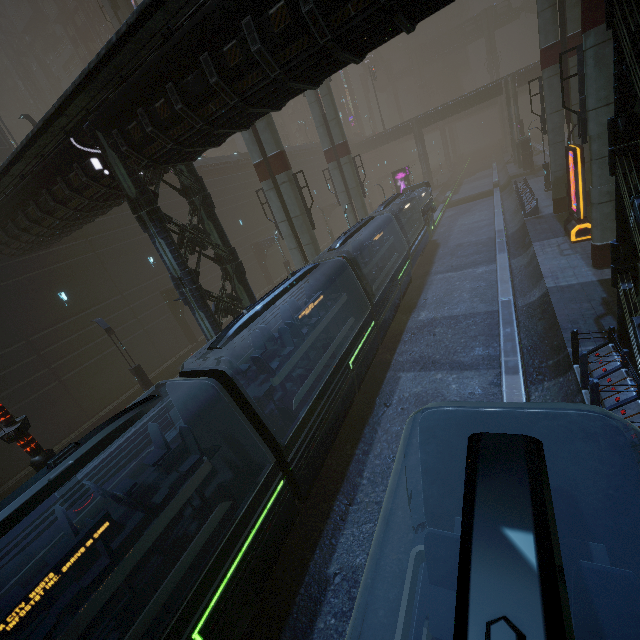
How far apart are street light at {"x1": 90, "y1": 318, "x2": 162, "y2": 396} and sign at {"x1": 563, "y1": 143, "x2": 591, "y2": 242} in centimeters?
2533cm

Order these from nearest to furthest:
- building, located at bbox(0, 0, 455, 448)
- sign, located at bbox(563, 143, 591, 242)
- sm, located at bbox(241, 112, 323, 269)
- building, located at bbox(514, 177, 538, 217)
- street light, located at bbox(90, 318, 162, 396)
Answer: building, located at bbox(0, 0, 455, 448)
sign, located at bbox(563, 143, 591, 242)
street light, located at bbox(90, 318, 162, 396)
sm, located at bbox(241, 112, 323, 269)
building, located at bbox(514, 177, 538, 217)

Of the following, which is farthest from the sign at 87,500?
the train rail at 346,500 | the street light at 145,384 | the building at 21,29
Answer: the street light at 145,384

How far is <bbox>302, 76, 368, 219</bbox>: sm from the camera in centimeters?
2552cm

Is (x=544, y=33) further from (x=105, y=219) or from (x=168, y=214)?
(x=105, y=219)

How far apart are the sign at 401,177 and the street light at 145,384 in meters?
37.4

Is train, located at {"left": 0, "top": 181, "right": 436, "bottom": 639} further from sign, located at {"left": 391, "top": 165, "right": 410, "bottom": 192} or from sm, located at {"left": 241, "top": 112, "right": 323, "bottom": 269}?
sign, located at {"left": 391, "top": 165, "right": 410, "bottom": 192}

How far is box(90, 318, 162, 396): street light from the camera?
17.3m
